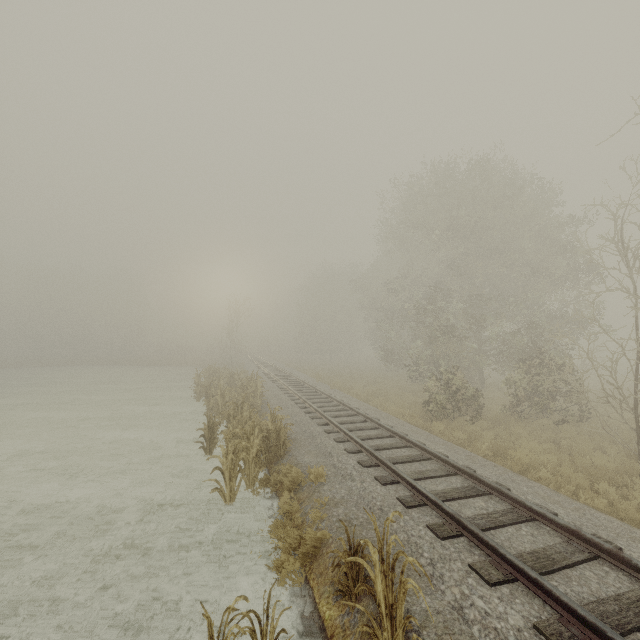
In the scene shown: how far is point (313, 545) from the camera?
5.65m

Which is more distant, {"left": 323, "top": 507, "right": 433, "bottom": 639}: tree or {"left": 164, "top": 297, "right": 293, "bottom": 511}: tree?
{"left": 164, "top": 297, "right": 293, "bottom": 511}: tree

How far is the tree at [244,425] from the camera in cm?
777

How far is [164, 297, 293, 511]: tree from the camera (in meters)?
7.77

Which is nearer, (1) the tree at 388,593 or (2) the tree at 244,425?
(1) the tree at 388,593
